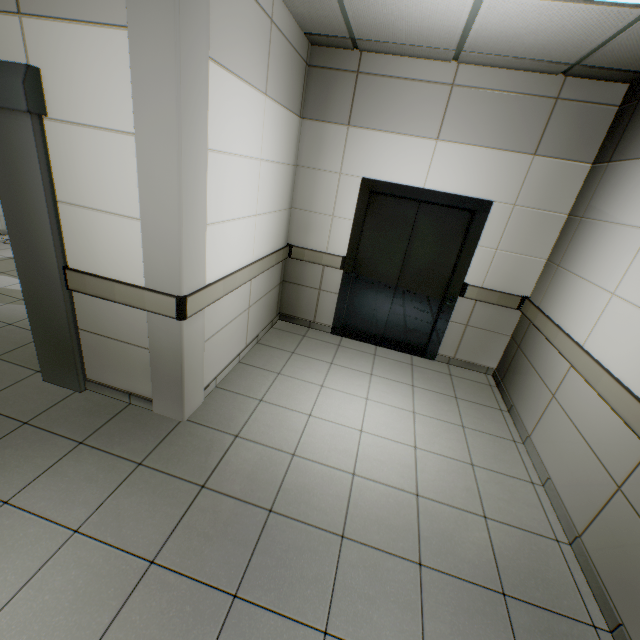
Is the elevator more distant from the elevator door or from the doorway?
the doorway

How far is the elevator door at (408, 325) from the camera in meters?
3.9

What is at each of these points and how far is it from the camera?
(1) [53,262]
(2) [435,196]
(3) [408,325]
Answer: (1) doorway, 2.3m
(2) elevator, 3.7m
(3) elevator door, 4.5m

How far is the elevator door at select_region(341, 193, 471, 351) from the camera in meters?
3.9 m

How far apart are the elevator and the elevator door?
0.01m

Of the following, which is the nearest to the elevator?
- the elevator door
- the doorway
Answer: the elevator door

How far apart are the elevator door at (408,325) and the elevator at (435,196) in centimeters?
1cm

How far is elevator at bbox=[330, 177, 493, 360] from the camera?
3.65m
